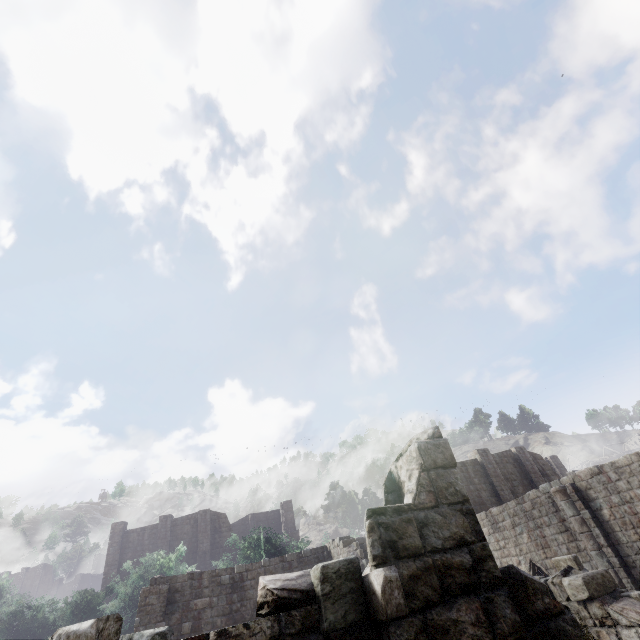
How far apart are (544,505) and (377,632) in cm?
1936
